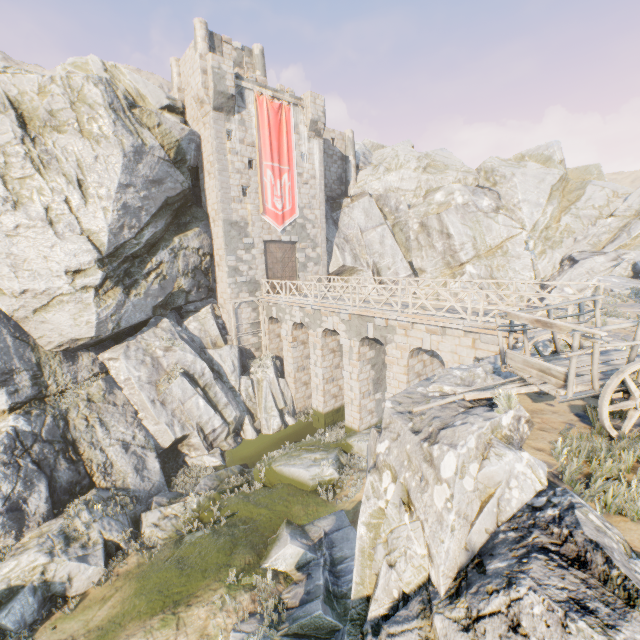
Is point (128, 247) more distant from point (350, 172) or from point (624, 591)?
point (350, 172)

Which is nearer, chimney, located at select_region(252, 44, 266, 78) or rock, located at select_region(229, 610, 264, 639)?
rock, located at select_region(229, 610, 264, 639)

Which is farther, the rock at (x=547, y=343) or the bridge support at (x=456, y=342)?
the bridge support at (x=456, y=342)

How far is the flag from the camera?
21.81m

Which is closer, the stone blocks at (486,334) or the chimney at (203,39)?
the stone blocks at (486,334)

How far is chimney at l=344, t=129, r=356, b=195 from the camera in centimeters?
3086cm

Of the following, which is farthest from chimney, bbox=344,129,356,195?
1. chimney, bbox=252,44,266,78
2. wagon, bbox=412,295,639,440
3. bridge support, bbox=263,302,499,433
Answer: wagon, bbox=412,295,639,440

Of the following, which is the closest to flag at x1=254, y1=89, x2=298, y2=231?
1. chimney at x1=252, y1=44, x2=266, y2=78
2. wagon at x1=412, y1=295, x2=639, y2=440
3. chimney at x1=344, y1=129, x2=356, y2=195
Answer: chimney at x1=252, y1=44, x2=266, y2=78
